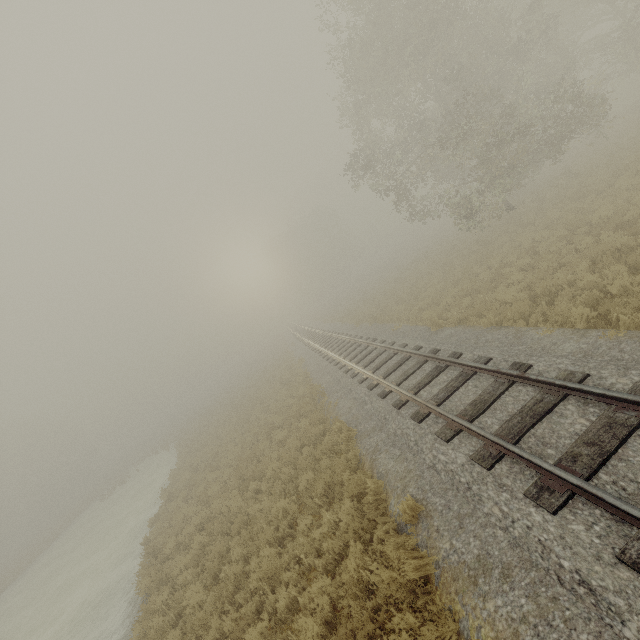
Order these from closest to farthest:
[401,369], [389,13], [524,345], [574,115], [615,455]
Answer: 1. [615,455]
2. [524,345]
3. [401,369]
4. [574,115]
5. [389,13]
